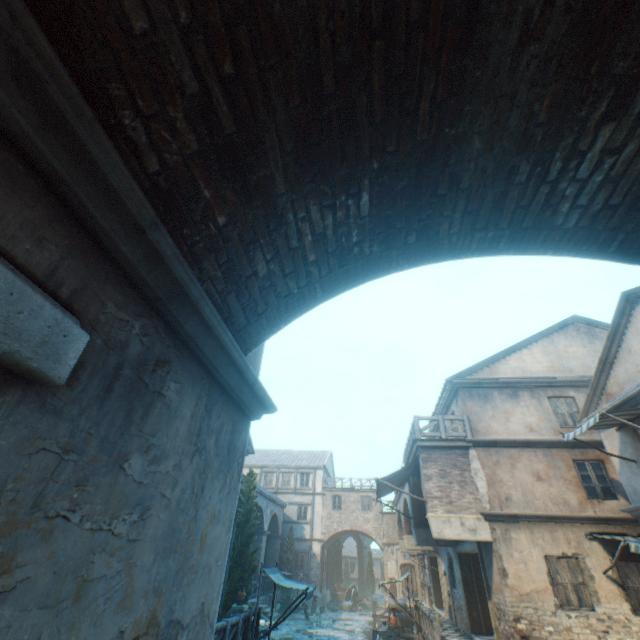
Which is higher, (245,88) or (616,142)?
(616,142)

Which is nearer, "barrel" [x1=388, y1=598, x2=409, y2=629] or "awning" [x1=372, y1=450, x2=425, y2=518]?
"awning" [x1=372, y1=450, x2=425, y2=518]

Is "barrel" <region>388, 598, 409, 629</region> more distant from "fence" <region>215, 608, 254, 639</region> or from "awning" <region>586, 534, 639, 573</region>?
"awning" <region>586, 534, 639, 573</region>

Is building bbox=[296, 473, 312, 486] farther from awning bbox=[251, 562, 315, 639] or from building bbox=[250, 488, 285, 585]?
awning bbox=[251, 562, 315, 639]

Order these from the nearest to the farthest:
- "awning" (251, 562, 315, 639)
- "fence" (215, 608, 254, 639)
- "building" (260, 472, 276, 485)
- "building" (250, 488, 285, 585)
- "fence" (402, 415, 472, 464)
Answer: "fence" (215, 608, 254, 639)
"awning" (251, 562, 315, 639)
"fence" (402, 415, 472, 464)
"building" (250, 488, 285, 585)
"building" (260, 472, 276, 485)

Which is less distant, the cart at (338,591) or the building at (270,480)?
the cart at (338,591)

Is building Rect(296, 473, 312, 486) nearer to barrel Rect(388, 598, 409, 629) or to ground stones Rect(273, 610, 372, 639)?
ground stones Rect(273, 610, 372, 639)

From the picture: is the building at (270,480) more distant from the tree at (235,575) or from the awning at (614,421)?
the awning at (614,421)
